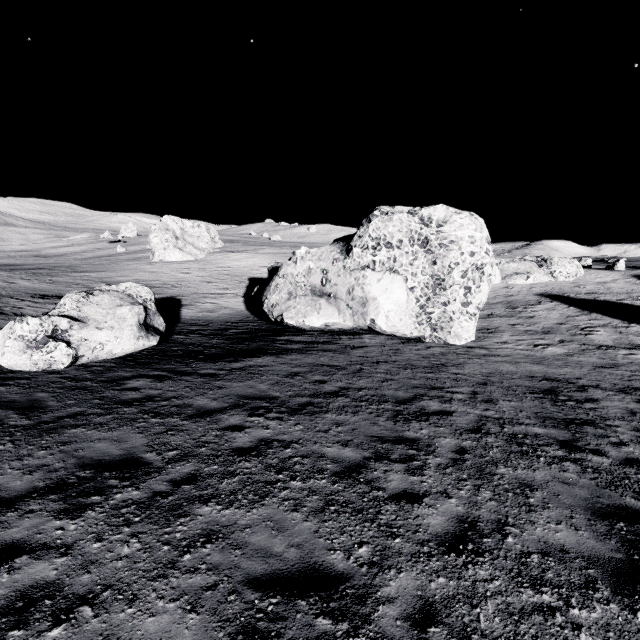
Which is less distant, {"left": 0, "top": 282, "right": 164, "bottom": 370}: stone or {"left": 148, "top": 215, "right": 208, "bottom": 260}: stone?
{"left": 0, "top": 282, "right": 164, "bottom": 370}: stone

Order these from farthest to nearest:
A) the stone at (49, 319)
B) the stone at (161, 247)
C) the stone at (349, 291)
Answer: the stone at (161, 247), the stone at (349, 291), the stone at (49, 319)

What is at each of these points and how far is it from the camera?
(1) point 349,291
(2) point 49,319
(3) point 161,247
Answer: (1) stone, 17.8m
(2) stone, 10.6m
(3) stone, 53.4m

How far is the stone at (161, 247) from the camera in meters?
53.2 m

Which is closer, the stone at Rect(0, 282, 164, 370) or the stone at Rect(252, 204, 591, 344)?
the stone at Rect(0, 282, 164, 370)

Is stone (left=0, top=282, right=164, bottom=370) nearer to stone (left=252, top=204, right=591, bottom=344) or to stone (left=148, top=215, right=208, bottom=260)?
stone (left=252, top=204, right=591, bottom=344)

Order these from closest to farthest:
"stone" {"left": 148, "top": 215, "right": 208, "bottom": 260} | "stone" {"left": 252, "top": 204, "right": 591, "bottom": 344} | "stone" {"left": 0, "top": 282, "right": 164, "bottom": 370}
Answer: "stone" {"left": 0, "top": 282, "right": 164, "bottom": 370} → "stone" {"left": 252, "top": 204, "right": 591, "bottom": 344} → "stone" {"left": 148, "top": 215, "right": 208, "bottom": 260}

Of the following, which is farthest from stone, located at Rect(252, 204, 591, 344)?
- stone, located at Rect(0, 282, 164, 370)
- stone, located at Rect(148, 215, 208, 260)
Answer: stone, located at Rect(148, 215, 208, 260)
